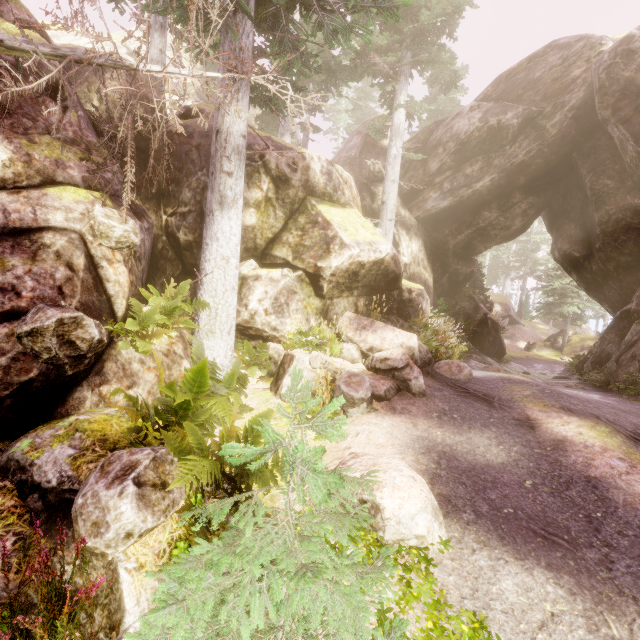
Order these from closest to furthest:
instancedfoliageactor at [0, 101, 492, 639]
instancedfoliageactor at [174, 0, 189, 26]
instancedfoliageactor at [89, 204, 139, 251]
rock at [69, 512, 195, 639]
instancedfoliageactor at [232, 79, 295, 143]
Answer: instancedfoliageactor at [0, 101, 492, 639] < rock at [69, 512, 195, 639] < instancedfoliageactor at [89, 204, 139, 251] < instancedfoliageactor at [174, 0, 189, 26] < instancedfoliageactor at [232, 79, 295, 143]

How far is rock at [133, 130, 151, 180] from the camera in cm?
870

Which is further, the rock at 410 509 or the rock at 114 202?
the rock at 114 202

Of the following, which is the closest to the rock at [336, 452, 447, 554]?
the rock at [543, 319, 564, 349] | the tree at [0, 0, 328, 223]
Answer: the tree at [0, 0, 328, 223]

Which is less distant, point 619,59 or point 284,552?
point 284,552

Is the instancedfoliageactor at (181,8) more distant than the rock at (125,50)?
No

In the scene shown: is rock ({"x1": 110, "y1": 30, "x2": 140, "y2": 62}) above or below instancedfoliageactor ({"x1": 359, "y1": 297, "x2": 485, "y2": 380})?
above
